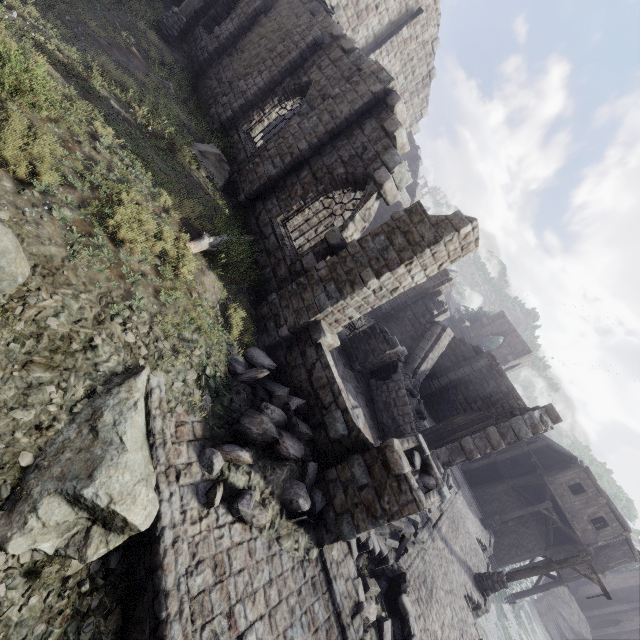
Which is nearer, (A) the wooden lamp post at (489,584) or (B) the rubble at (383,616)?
(B) the rubble at (383,616)

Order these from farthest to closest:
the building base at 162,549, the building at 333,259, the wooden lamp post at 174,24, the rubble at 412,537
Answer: the wooden lamp post at 174,24
the rubble at 412,537
the building at 333,259
the building base at 162,549

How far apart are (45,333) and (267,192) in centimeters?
838cm

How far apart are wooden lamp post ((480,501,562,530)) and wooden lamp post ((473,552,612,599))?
8.9 meters

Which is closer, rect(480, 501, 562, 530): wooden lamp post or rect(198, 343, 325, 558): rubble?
rect(198, 343, 325, 558): rubble

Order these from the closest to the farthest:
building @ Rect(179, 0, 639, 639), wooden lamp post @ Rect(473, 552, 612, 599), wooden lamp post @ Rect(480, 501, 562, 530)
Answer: building @ Rect(179, 0, 639, 639) < wooden lamp post @ Rect(473, 552, 612, 599) < wooden lamp post @ Rect(480, 501, 562, 530)

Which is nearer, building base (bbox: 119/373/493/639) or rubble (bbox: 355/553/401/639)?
building base (bbox: 119/373/493/639)

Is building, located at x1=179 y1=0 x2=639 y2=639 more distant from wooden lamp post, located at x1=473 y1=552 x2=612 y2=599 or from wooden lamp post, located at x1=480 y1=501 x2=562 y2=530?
wooden lamp post, located at x1=473 y1=552 x2=612 y2=599
